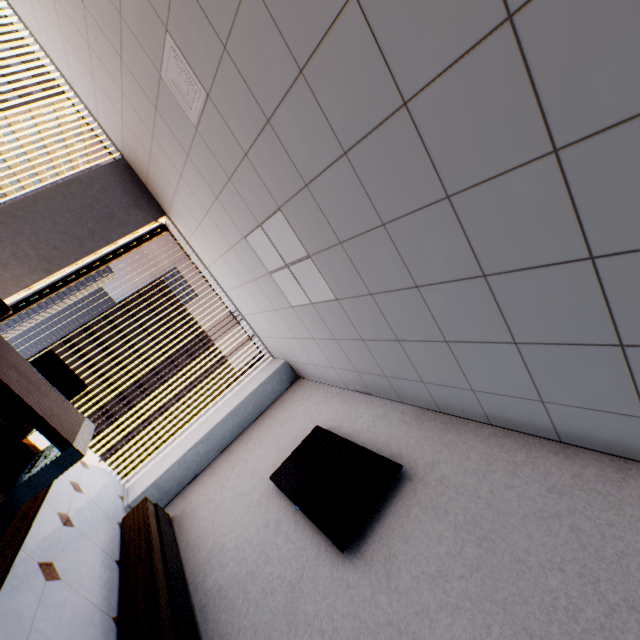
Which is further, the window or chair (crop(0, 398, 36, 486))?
the window

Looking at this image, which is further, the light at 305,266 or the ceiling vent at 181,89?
the light at 305,266

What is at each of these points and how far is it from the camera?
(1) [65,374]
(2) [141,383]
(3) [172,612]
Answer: (1) chair, 2.94m
(2) building, 54.22m
(3) cupboard, 2.49m

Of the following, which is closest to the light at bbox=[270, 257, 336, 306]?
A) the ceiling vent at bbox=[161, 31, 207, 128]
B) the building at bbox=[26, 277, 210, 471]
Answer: the ceiling vent at bbox=[161, 31, 207, 128]

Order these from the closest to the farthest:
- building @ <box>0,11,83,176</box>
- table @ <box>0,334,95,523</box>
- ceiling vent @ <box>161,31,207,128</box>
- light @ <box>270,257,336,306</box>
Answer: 1. table @ <box>0,334,95,523</box>
2. ceiling vent @ <box>161,31,207,128</box>
3. light @ <box>270,257,336,306</box>
4. building @ <box>0,11,83,176</box>

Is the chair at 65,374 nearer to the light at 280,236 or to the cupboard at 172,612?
the cupboard at 172,612

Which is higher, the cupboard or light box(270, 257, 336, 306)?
light box(270, 257, 336, 306)

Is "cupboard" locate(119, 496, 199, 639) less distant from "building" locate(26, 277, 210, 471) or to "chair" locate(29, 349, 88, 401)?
"chair" locate(29, 349, 88, 401)
